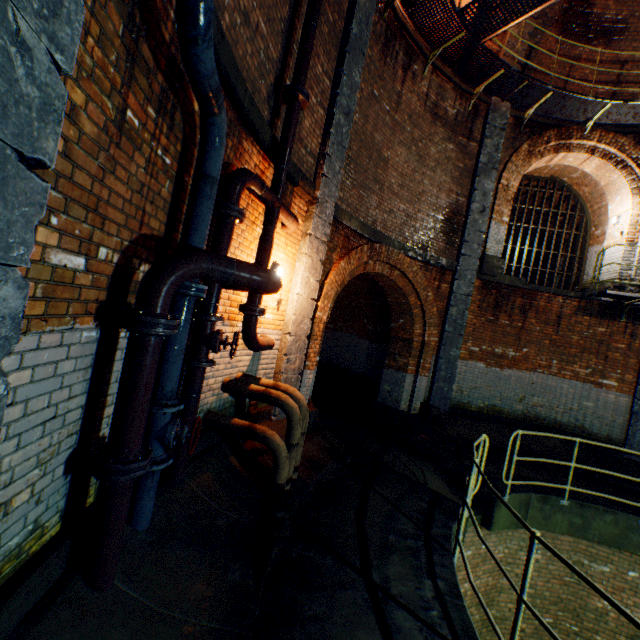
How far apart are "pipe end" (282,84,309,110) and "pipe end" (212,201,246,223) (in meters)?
2.02

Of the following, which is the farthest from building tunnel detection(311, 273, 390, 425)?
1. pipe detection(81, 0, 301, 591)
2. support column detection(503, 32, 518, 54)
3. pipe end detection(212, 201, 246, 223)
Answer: support column detection(503, 32, 518, 54)

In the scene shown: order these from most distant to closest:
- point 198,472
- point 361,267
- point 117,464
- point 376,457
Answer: point 361,267
point 376,457
point 198,472
point 117,464

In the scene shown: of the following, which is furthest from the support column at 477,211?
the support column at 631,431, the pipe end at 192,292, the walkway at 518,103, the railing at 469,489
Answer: the pipe end at 192,292

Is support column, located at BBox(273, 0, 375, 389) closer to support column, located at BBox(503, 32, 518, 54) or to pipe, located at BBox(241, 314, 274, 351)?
pipe, located at BBox(241, 314, 274, 351)

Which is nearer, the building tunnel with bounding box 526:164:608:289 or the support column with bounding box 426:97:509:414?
the support column with bounding box 426:97:509:414

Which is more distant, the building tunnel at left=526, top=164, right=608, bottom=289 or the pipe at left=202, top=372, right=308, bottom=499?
the building tunnel at left=526, top=164, right=608, bottom=289

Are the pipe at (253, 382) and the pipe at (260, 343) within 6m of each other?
yes
